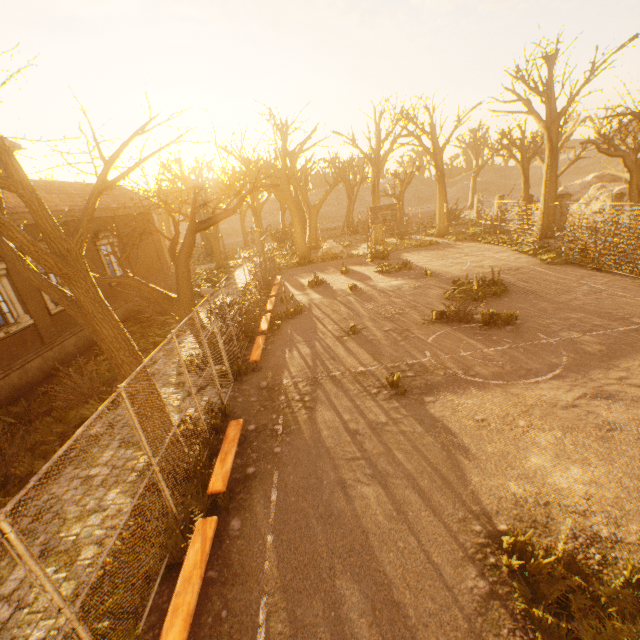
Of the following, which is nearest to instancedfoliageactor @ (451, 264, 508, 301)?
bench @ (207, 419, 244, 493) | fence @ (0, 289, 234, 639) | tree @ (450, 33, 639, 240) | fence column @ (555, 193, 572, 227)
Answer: tree @ (450, 33, 639, 240)

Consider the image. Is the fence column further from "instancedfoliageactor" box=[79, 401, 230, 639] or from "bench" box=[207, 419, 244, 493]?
"instancedfoliageactor" box=[79, 401, 230, 639]

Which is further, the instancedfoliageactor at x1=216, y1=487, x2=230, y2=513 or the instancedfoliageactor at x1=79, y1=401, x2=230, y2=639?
the instancedfoliageactor at x1=216, y1=487, x2=230, y2=513

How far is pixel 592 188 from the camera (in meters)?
30.09

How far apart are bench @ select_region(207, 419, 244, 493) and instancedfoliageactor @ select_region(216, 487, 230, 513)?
0.2m

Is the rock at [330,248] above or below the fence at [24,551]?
below

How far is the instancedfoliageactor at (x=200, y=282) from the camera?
22.89m

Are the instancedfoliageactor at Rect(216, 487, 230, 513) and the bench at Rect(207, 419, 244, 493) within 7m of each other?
yes
